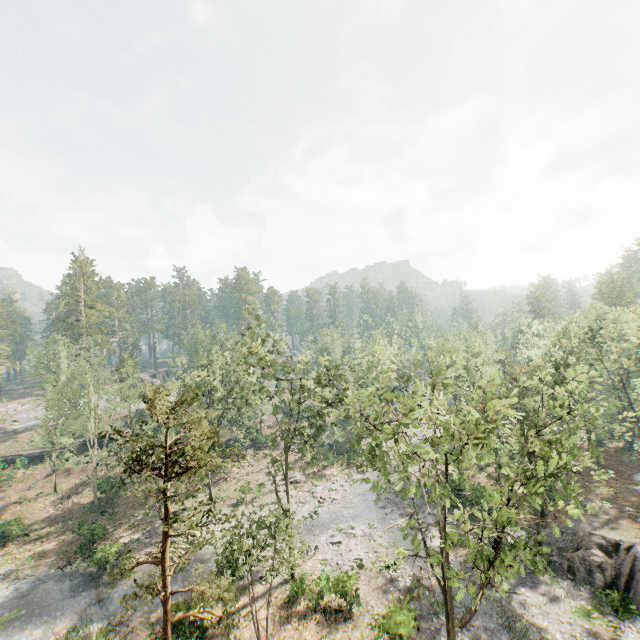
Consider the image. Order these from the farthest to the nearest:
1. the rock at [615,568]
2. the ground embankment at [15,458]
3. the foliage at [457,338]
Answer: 1. the ground embankment at [15,458]
2. the rock at [615,568]
3. the foliage at [457,338]

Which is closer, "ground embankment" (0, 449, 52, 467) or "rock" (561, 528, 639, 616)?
"rock" (561, 528, 639, 616)

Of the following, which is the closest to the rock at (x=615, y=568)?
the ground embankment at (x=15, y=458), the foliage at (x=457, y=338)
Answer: the foliage at (x=457, y=338)

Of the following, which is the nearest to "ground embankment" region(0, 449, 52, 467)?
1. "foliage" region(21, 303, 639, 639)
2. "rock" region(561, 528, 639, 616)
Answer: "foliage" region(21, 303, 639, 639)

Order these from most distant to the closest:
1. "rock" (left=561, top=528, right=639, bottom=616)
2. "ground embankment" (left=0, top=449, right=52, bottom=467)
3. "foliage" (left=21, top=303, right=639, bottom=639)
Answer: "ground embankment" (left=0, top=449, right=52, bottom=467), "rock" (left=561, top=528, right=639, bottom=616), "foliage" (left=21, top=303, right=639, bottom=639)

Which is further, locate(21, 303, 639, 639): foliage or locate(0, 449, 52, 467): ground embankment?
locate(0, 449, 52, 467): ground embankment

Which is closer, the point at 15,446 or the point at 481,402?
the point at 481,402
